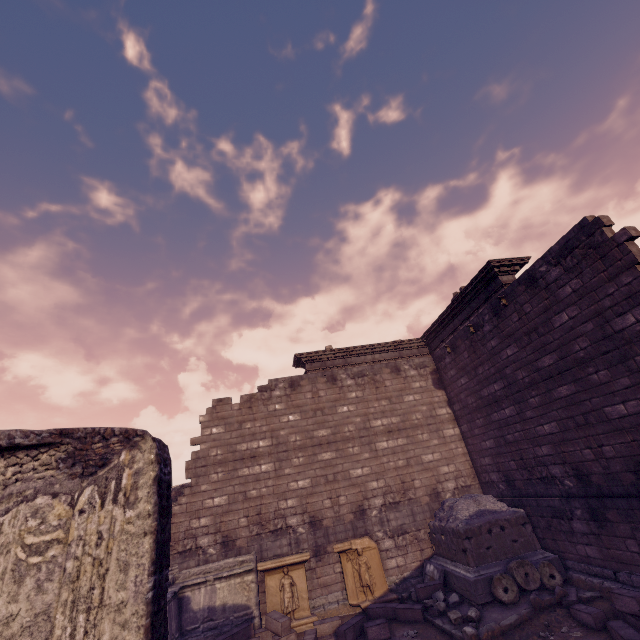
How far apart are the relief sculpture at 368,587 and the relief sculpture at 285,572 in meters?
0.7

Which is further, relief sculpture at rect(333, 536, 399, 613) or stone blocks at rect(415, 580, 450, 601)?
relief sculpture at rect(333, 536, 399, 613)

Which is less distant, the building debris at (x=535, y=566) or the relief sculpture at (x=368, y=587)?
the building debris at (x=535, y=566)

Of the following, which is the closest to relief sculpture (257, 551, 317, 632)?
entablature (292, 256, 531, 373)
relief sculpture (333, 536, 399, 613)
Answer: relief sculpture (333, 536, 399, 613)

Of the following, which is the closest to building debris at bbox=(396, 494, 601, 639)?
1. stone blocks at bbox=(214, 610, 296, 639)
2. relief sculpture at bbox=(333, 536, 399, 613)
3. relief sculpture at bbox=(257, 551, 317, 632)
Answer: relief sculpture at bbox=(333, 536, 399, 613)

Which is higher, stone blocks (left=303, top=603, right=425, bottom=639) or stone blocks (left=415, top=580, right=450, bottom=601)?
stone blocks (left=415, top=580, right=450, bottom=601)

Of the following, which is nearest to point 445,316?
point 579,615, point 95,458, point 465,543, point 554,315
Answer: point 554,315

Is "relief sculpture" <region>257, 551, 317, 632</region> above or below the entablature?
below
